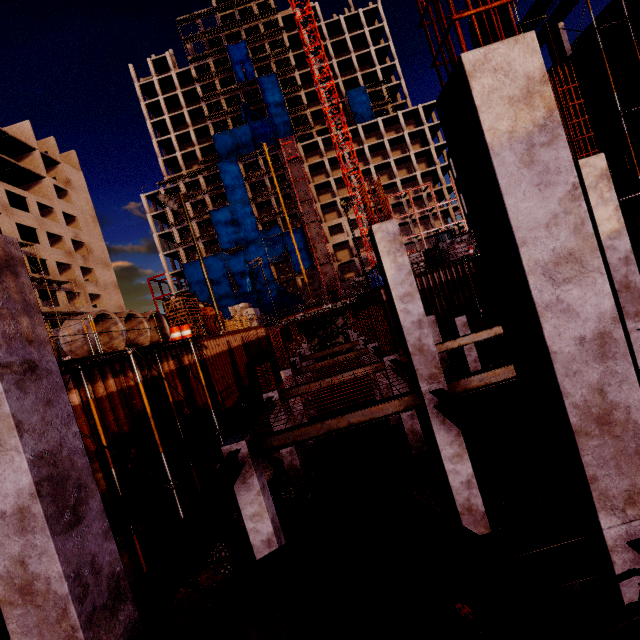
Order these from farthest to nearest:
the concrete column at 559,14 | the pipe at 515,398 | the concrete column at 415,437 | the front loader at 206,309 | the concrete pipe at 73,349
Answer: the front loader at 206,309, the concrete column at 559,14, the concrete column at 415,437, the concrete pipe at 73,349, the pipe at 515,398

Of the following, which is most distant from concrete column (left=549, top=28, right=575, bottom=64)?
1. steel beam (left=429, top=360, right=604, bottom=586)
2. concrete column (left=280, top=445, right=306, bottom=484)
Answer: concrete column (left=280, top=445, right=306, bottom=484)

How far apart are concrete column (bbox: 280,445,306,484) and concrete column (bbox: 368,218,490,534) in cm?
621

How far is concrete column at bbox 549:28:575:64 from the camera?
18.27m

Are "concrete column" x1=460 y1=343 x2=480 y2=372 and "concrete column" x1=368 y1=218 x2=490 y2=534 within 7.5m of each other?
no

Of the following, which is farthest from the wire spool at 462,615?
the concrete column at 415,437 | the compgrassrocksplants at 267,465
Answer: the compgrassrocksplants at 267,465

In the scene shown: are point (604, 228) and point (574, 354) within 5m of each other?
no

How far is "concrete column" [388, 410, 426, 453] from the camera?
12.63m
